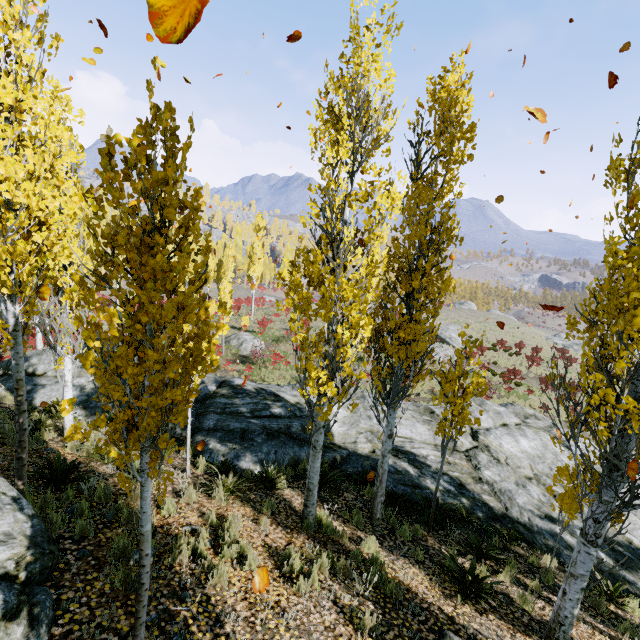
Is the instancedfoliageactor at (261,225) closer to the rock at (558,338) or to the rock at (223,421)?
the rock at (223,421)

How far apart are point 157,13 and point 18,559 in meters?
4.9 m

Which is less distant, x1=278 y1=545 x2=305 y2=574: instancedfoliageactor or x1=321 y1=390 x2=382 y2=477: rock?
x1=278 y1=545 x2=305 y2=574: instancedfoliageactor

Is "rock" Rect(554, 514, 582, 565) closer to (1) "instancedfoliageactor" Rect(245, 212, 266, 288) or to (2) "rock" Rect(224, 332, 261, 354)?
(1) "instancedfoliageactor" Rect(245, 212, 266, 288)

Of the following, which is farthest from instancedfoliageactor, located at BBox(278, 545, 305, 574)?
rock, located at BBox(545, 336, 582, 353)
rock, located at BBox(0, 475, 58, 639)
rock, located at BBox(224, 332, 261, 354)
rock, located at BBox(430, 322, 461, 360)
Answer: rock, located at BBox(430, 322, 461, 360)

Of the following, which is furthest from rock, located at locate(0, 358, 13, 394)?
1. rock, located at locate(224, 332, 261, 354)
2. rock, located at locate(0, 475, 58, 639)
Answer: rock, located at locate(224, 332, 261, 354)

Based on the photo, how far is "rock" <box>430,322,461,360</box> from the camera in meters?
32.6

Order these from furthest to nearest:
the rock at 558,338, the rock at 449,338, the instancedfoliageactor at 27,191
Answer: the rock at 558,338 → the rock at 449,338 → the instancedfoliageactor at 27,191
